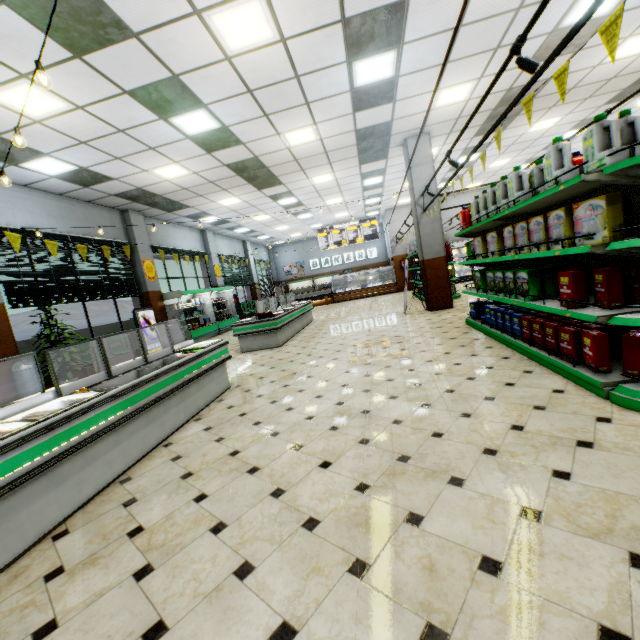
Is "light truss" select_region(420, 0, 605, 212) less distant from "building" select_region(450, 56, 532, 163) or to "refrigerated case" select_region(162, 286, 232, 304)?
"building" select_region(450, 56, 532, 163)

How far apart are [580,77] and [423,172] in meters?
3.8 m

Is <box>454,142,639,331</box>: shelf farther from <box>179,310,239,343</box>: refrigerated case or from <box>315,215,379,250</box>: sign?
<box>315,215,379,250</box>: sign

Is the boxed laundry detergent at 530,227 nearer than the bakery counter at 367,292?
Yes

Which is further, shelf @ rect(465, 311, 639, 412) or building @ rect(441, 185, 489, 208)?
building @ rect(441, 185, 489, 208)

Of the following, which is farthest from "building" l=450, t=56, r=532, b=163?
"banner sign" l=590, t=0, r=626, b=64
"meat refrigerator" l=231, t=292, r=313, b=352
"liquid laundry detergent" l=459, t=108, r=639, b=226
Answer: "liquid laundry detergent" l=459, t=108, r=639, b=226

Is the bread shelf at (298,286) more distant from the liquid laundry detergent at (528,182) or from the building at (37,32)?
the liquid laundry detergent at (528,182)
